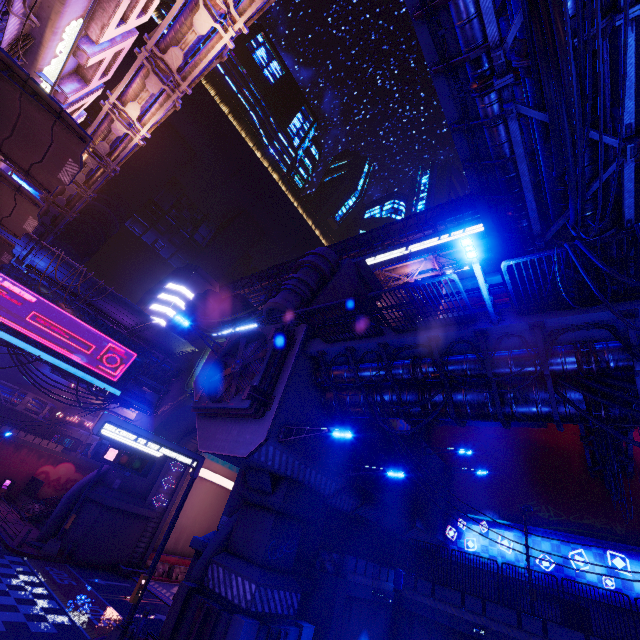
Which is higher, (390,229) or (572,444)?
(390,229)

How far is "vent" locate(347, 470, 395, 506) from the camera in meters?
17.6 m

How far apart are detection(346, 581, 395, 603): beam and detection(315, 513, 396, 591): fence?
0.0m

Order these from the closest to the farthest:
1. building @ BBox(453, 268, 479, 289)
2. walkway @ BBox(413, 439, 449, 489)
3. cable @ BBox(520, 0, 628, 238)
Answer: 1. cable @ BBox(520, 0, 628, 238)
2. walkway @ BBox(413, 439, 449, 489)
3. building @ BBox(453, 268, 479, 289)

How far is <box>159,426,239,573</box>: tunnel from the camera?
28.56m

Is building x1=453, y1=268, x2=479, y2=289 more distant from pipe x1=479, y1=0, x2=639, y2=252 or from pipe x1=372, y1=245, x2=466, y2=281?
pipe x1=372, y1=245, x2=466, y2=281

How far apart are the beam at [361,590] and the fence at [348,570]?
0.0m

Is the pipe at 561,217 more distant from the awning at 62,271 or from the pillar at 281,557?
the pillar at 281,557
